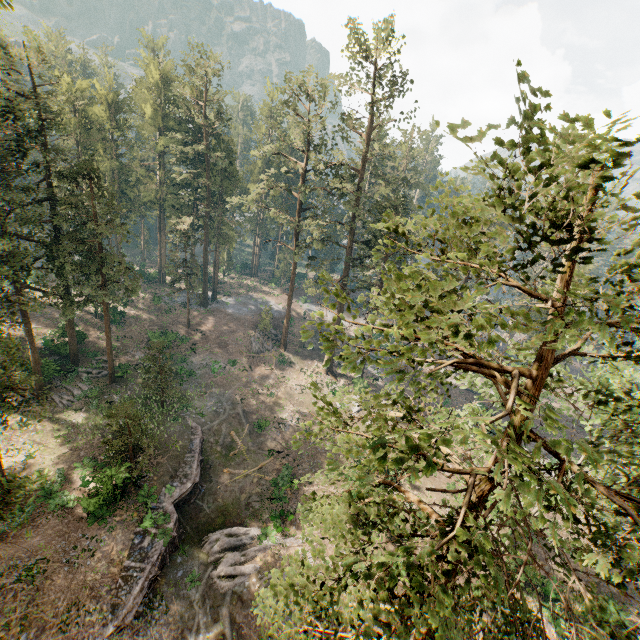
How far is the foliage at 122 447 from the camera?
21.5 meters

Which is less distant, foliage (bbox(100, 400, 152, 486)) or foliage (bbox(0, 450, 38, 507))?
foliage (bbox(0, 450, 38, 507))

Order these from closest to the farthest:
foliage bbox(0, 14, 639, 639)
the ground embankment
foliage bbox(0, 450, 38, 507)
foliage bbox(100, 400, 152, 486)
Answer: foliage bbox(0, 14, 639, 639) → foliage bbox(0, 450, 38, 507) → the ground embankment → foliage bbox(100, 400, 152, 486)

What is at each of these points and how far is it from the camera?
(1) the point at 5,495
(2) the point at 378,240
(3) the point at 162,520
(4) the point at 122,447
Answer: (1) foliage, 7.2m
(2) foliage, 5.3m
(3) ground embankment, 22.7m
(4) foliage, 21.9m

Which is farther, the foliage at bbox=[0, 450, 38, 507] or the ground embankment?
the ground embankment

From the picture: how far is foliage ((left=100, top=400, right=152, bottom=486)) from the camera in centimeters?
2153cm

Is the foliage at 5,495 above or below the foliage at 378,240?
below
